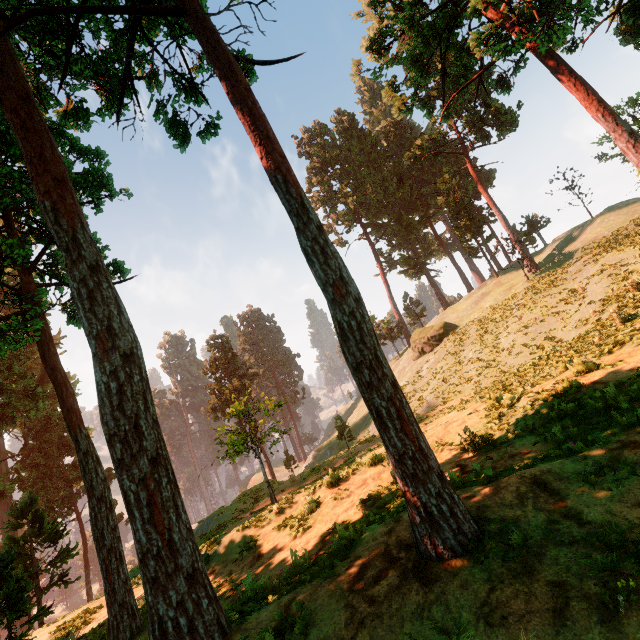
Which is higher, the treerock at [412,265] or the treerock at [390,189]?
the treerock at [390,189]

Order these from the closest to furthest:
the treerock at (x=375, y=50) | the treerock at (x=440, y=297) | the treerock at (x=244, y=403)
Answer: the treerock at (x=375, y=50)
the treerock at (x=244, y=403)
the treerock at (x=440, y=297)

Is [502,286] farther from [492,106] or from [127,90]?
[127,90]

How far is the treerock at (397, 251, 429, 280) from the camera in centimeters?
5644cm

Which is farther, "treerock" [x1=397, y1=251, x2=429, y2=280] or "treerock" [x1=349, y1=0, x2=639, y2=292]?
"treerock" [x1=397, y1=251, x2=429, y2=280]

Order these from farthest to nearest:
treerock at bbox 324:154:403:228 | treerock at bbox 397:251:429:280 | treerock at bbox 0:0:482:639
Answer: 1. treerock at bbox 397:251:429:280
2. treerock at bbox 324:154:403:228
3. treerock at bbox 0:0:482:639
